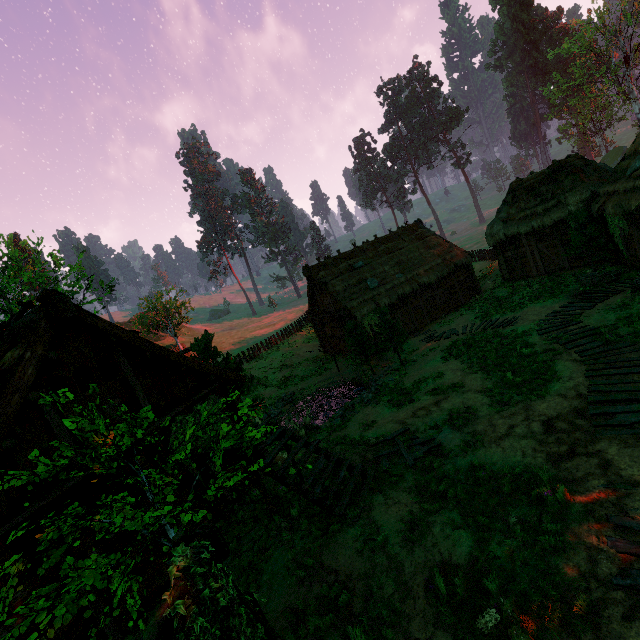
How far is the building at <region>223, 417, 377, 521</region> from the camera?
7.9 meters

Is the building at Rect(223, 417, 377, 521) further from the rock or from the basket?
the rock

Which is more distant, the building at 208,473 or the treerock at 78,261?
the treerock at 78,261

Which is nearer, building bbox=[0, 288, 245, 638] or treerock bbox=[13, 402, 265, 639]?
treerock bbox=[13, 402, 265, 639]

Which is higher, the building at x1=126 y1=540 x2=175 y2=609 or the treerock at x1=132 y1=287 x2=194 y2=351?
the treerock at x1=132 y1=287 x2=194 y2=351

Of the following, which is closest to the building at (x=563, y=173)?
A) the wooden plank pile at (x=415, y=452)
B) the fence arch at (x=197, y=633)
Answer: the wooden plank pile at (x=415, y=452)

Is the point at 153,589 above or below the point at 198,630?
below

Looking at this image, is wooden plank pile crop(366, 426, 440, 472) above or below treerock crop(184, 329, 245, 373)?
below
